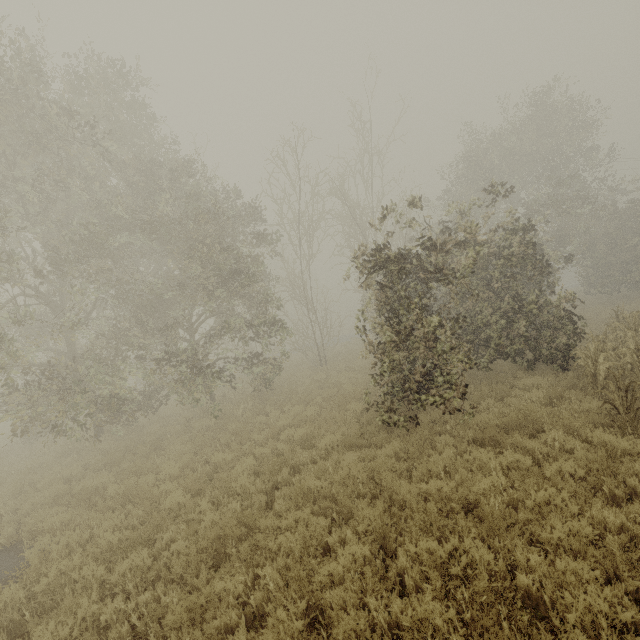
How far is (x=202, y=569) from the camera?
5.1m
